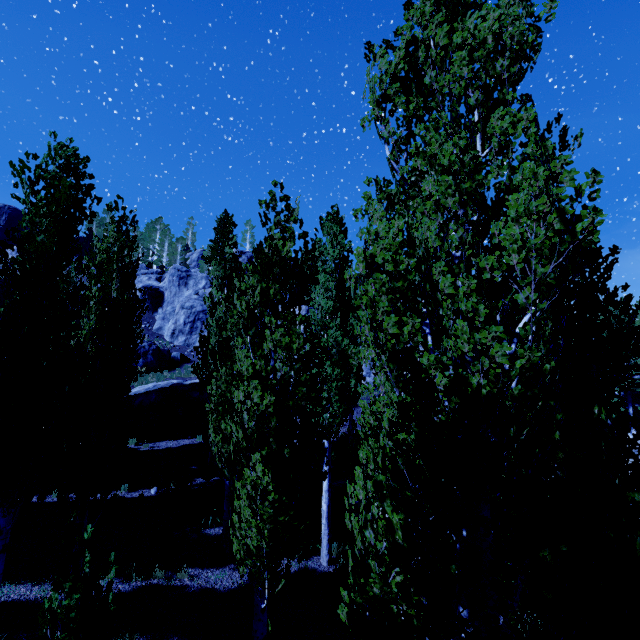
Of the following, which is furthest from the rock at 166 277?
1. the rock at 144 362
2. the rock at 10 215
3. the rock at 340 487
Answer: the rock at 10 215

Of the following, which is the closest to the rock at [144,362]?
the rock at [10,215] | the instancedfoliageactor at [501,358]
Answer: the instancedfoliageactor at [501,358]

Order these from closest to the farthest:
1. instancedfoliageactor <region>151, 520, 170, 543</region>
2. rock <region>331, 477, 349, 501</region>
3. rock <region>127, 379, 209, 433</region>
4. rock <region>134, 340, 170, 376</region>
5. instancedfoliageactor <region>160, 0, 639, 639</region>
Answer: instancedfoliageactor <region>160, 0, 639, 639</region> → instancedfoliageactor <region>151, 520, 170, 543</region> → rock <region>331, 477, 349, 501</region> → rock <region>127, 379, 209, 433</region> → rock <region>134, 340, 170, 376</region>

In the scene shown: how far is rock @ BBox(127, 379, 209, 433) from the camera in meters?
17.8

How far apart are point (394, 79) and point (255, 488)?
6.14m

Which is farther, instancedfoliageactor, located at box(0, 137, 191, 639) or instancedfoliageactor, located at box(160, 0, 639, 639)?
instancedfoliageactor, located at box(0, 137, 191, 639)

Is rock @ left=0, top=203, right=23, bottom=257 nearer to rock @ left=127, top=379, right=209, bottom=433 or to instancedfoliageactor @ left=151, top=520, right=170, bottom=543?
rock @ left=127, top=379, right=209, bottom=433

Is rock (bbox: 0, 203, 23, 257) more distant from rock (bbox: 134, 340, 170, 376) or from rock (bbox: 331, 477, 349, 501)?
rock (bbox: 331, 477, 349, 501)
